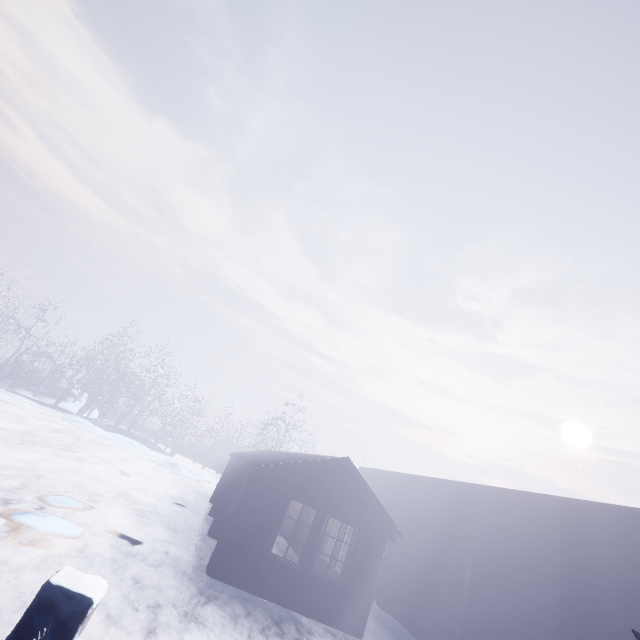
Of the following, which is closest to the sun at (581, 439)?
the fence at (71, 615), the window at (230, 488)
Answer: the window at (230, 488)

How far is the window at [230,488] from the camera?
10.09m

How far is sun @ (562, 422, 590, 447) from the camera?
55.75m

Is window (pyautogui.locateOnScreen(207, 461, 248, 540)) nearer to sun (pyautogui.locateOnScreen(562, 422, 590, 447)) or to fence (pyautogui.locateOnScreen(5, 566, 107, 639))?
fence (pyautogui.locateOnScreen(5, 566, 107, 639))

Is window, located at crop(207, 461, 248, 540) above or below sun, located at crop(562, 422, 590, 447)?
below

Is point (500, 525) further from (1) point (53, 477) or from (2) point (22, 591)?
(1) point (53, 477)

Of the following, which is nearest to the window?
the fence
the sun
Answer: the fence
